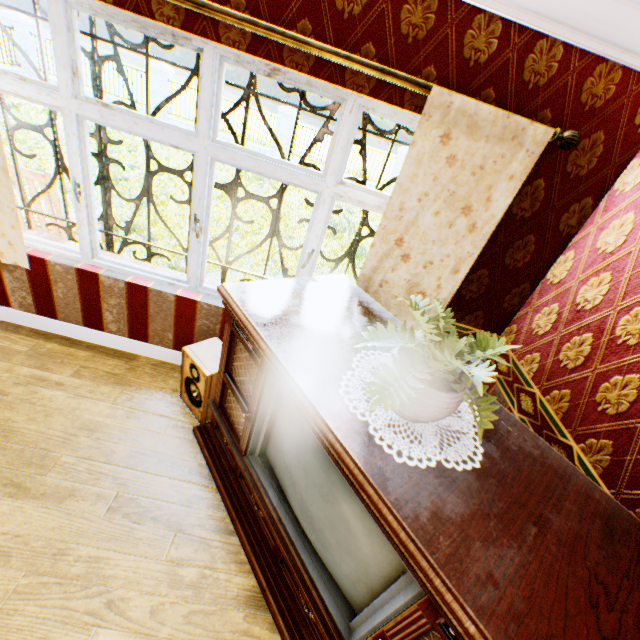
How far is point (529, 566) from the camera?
1.00m

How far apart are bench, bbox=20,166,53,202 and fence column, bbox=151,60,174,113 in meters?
11.7 m

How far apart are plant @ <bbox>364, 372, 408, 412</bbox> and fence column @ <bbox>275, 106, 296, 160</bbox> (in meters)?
15.29

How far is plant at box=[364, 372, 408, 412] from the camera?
1.2m

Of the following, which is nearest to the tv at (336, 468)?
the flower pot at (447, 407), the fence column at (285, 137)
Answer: the flower pot at (447, 407)

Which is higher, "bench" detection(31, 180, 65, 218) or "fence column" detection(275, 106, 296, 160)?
"fence column" detection(275, 106, 296, 160)

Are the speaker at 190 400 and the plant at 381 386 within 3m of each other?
yes

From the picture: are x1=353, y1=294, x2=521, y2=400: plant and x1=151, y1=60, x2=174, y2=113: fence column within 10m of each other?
no
